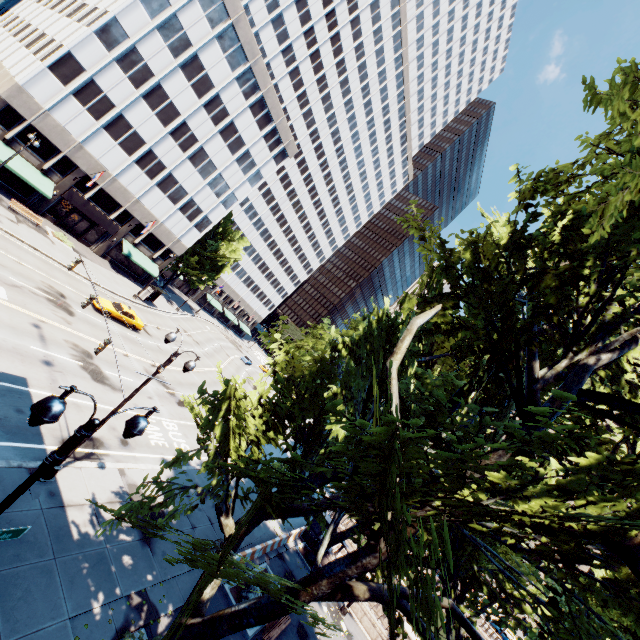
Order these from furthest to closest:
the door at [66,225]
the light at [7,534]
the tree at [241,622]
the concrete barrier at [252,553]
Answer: the door at [66,225]
the concrete barrier at [252,553]
the light at [7,534]
the tree at [241,622]

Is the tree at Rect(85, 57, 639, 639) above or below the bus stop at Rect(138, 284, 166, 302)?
above

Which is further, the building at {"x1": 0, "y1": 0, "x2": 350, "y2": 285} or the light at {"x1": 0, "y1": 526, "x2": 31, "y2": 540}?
the building at {"x1": 0, "y1": 0, "x2": 350, "y2": 285}

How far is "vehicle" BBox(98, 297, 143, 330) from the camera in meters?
29.3 m

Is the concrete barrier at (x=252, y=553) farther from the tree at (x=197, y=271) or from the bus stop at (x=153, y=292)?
the bus stop at (x=153, y=292)

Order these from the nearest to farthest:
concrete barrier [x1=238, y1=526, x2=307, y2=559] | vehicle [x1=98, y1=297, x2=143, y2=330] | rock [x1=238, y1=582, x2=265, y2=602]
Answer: rock [x1=238, y1=582, x2=265, y2=602] → concrete barrier [x1=238, y1=526, x2=307, y2=559] → vehicle [x1=98, y1=297, x2=143, y2=330]

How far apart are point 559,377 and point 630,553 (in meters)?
3.84

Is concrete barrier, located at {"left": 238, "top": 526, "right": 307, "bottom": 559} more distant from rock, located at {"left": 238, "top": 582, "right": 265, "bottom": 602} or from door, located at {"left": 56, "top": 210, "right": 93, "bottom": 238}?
door, located at {"left": 56, "top": 210, "right": 93, "bottom": 238}
